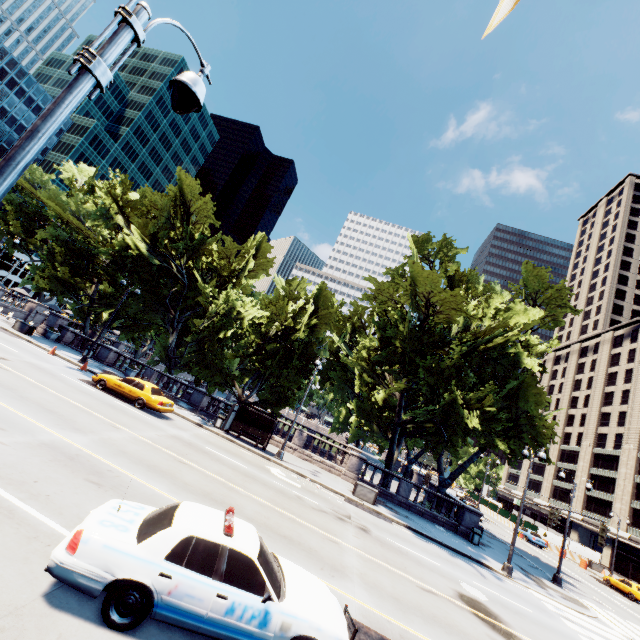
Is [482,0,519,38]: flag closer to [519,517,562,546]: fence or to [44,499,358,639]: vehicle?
[44,499,358,639]: vehicle

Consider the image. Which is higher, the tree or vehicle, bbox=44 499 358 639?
the tree

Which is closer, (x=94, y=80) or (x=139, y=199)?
(x=94, y=80)

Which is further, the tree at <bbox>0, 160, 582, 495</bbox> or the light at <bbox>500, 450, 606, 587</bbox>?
the tree at <bbox>0, 160, 582, 495</bbox>

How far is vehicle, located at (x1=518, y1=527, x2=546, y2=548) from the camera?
39.47m

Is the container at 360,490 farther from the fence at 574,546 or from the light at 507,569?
the fence at 574,546

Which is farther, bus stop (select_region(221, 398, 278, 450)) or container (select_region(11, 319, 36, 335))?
container (select_region(11, 319, 36, 335))

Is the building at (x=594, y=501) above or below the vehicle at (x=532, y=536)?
above
